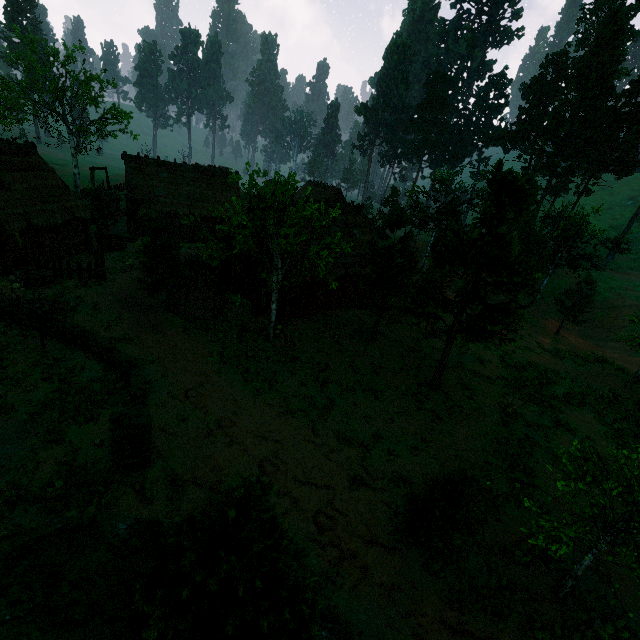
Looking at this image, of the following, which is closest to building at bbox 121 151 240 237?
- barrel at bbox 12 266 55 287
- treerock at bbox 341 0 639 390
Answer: treerock at bbox 341 0 639 390

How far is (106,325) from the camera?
19.3m

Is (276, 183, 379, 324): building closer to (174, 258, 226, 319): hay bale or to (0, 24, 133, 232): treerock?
(0, 24, 133, 232): treerock

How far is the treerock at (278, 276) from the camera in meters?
15.2

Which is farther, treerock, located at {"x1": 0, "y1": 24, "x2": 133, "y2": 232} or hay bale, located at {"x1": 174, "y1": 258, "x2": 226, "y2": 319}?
treerock, located at {"x1": 0, "y1": 24, "x2": 133, "y2": 232}

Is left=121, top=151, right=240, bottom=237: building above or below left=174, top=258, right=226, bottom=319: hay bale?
above

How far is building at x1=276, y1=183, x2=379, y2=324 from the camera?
23.12m

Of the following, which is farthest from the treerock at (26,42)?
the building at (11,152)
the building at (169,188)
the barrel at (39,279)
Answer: the barrel at (39,279)
